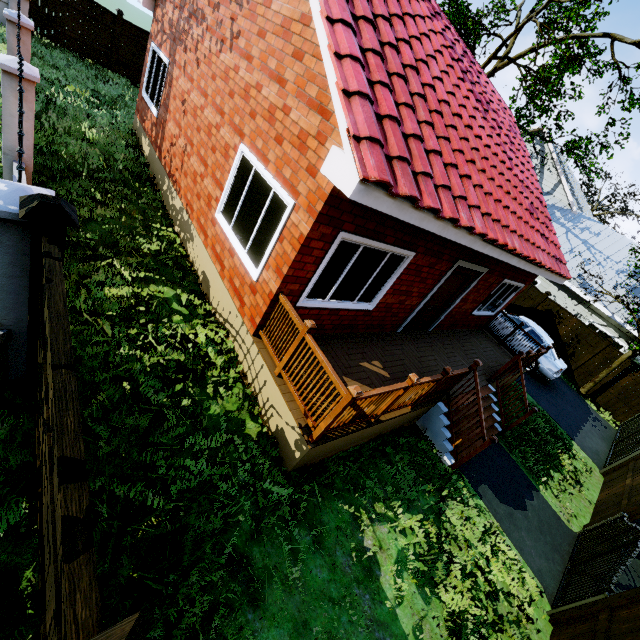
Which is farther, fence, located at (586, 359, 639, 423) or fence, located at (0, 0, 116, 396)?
fence, located at (586, 359, 639, 423)

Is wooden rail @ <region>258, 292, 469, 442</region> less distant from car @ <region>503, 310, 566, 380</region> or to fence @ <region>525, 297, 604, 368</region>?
car @ <region>503, 310, 566, 380</region>

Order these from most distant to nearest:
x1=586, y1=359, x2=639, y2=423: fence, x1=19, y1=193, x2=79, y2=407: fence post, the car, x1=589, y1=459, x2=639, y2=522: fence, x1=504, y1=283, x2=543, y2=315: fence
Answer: x1=504, y1=283, x2=543, y2=315: fence → x1=586, y1=359, x2=639, y2=423: fence → the car → x1=589, y1=459, x2=639, y2=522: fence → x1=19, y1=193, x2=79, y2=407: fence post

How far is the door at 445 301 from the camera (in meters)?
7.61

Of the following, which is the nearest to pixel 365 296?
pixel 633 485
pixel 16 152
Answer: pixel 16 152

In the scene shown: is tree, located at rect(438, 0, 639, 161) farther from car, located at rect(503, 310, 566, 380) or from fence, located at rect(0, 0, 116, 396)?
fence, located at rect(0, 0, 116, 396)

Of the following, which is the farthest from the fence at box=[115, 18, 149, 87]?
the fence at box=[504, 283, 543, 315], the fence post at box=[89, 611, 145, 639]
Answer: the fence at box=[504, 283, 543, 315]

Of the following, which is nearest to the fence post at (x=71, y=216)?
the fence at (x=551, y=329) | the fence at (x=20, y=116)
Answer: the fence at (x=20, y=116)
